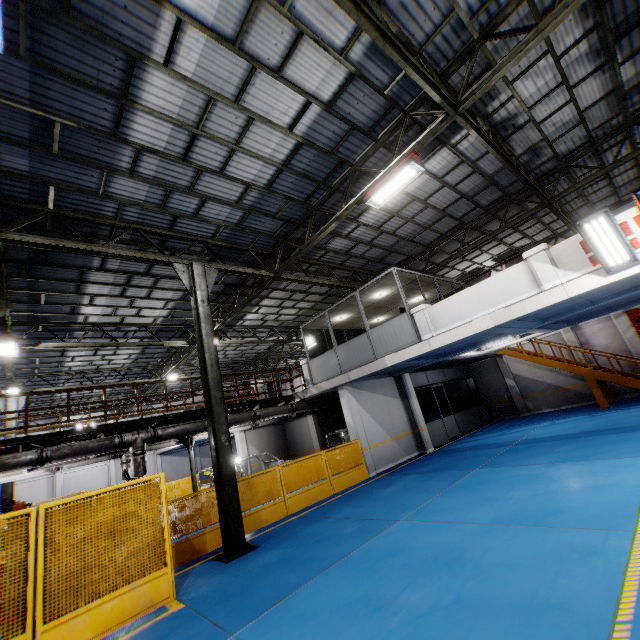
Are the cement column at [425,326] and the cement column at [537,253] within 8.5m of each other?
yes

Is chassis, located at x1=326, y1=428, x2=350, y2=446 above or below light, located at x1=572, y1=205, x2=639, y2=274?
below

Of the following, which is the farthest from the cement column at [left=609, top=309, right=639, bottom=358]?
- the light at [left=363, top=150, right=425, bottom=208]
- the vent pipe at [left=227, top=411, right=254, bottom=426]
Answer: the vent pipe at [left=227, top=411, right=254, bottom=426]

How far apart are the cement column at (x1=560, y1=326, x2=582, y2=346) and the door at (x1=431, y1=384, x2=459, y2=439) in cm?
707

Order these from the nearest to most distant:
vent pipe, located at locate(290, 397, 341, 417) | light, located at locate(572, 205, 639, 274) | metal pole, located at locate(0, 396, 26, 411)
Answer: light, located at locate(572, 205, 639, 274)
vent pipe, located at locate(290, 397, 341, 417)
metal pole, located at locate(0, 396, 26, 411)

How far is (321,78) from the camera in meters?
6.8

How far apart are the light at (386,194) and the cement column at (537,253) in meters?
3.6

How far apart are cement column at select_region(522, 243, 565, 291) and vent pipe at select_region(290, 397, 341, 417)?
11.3m
